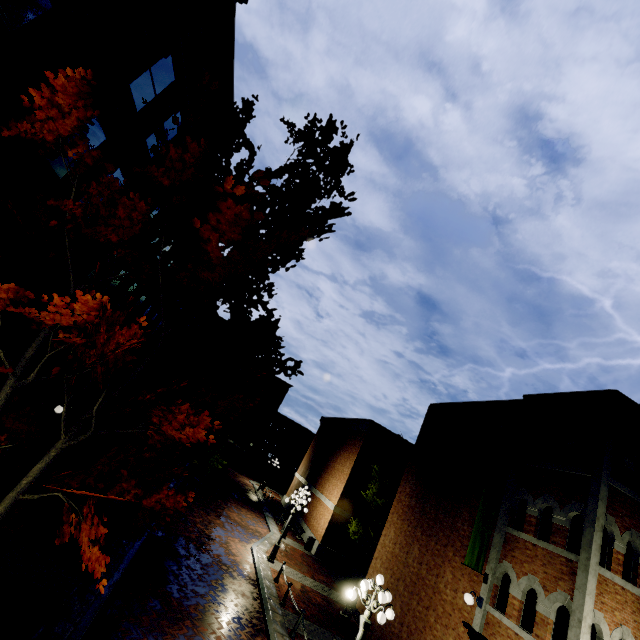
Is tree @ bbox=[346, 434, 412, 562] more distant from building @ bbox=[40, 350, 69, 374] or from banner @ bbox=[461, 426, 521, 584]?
banner @ bbox=[461, 426, 521, 584]

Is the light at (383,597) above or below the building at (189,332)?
below

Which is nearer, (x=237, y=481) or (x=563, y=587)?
(x=563, y=587)

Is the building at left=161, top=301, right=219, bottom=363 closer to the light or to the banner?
the light

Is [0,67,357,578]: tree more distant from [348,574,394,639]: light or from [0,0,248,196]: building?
[348,574,394,639]: light

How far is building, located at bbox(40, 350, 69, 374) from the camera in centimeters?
1202cm

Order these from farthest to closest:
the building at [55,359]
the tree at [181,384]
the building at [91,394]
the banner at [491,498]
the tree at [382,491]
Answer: the tree at [382,491], the building at [91,394], the building at [55,359], the banner at [491,498], the tree at [181,384]
